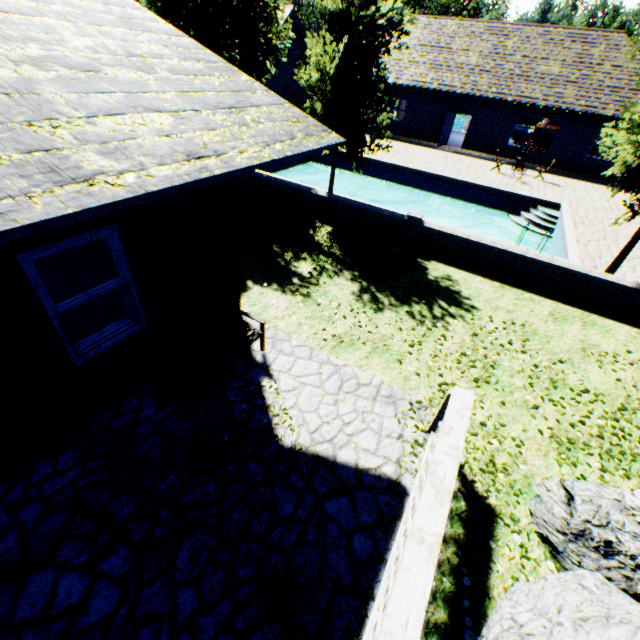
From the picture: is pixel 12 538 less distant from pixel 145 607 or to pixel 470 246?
pixel 145 607

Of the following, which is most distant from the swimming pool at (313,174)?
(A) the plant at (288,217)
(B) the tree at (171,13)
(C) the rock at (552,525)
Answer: (C) the rock at (552,525)

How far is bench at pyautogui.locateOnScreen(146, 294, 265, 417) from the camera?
4.53m

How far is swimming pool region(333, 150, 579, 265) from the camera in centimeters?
1343cm

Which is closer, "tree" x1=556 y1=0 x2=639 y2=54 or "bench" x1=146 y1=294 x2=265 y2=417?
"bench" x1=146 y1=294 x2=265 y2=417

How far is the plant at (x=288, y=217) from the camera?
9.0 meters

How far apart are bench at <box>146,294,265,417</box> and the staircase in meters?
31.7

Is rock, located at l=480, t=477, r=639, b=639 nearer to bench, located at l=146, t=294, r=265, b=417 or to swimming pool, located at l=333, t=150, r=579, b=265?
bench, located at l=146, t=294, r=265, b=417
